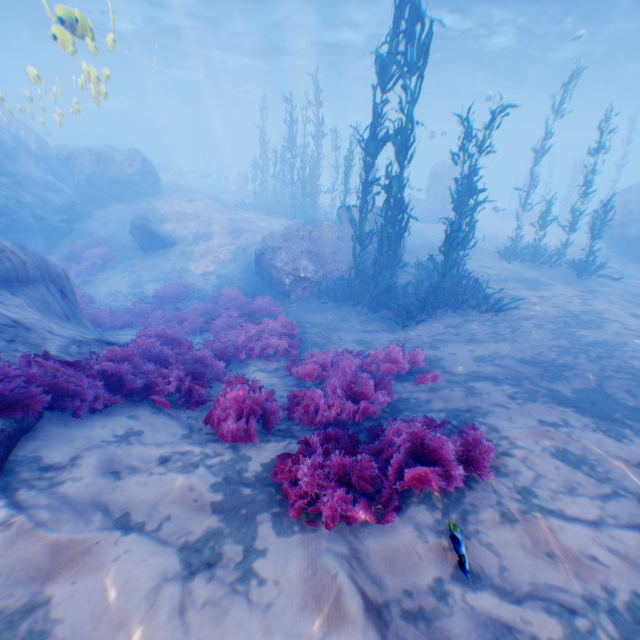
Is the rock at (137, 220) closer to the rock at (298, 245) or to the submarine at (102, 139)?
the rock at (298, 245)

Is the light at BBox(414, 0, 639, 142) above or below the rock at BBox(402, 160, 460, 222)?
above

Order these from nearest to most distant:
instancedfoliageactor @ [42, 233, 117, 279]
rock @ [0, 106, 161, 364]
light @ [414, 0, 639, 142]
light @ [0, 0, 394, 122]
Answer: rock @ [0, 106, 161, 364] < instancedfoliageactor @ [42, 233, 117, 279] < light @ [414, 0, 639, 142] < light @ [0, 0, 394, 122]

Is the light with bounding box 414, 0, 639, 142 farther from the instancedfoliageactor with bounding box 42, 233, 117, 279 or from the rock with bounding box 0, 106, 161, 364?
the instancedfoliageactor with bounding box 42, 233, 117, 279

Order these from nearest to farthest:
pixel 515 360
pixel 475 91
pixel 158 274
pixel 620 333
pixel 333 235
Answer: pixel 515 360, pixel 620 333, pixel 333 235, pixel 158 274, pixel 475 91

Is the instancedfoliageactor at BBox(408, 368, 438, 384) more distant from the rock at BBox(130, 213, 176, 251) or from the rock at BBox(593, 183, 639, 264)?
the rock at BBox(130, 213, 176, 251)

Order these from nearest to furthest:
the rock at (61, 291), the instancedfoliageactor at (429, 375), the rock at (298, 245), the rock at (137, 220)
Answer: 1. the rock at (61, 291)
2. the instancedfoliageactor at (429, 375)
3. the rock at (298, 245)
4. the rock at (137, 220)

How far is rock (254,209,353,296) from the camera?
12.31m
